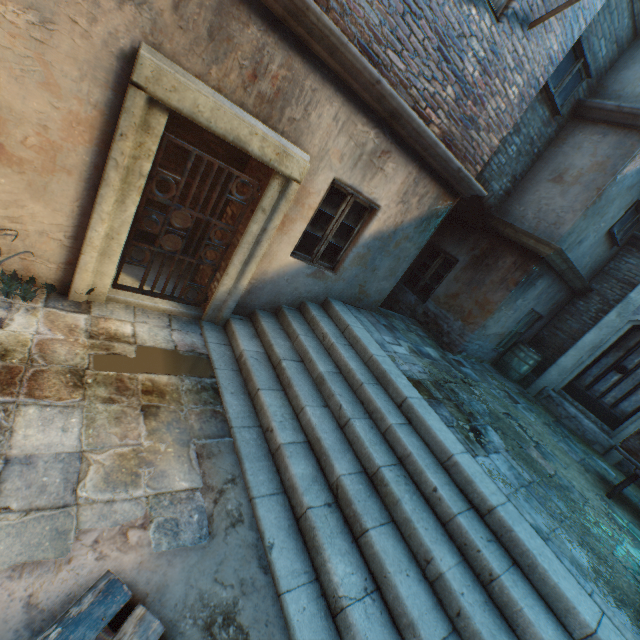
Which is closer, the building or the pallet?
the pallet

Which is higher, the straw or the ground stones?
the straw

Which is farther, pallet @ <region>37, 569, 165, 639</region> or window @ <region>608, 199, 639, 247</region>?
window @ <region>608, 199, 639, 247</region>

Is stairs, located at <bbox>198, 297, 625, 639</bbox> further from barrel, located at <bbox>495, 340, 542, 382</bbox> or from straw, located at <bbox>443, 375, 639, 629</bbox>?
barrel, located at <bbox>495, 340, 542, 382</bbox>

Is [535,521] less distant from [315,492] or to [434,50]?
[315,492]

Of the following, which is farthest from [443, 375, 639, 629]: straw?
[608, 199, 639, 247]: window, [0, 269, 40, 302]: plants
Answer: [0, 269, 40, 302]: plants

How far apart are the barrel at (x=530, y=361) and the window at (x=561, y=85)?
5.06m

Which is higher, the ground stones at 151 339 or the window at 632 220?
the window at 632 220
